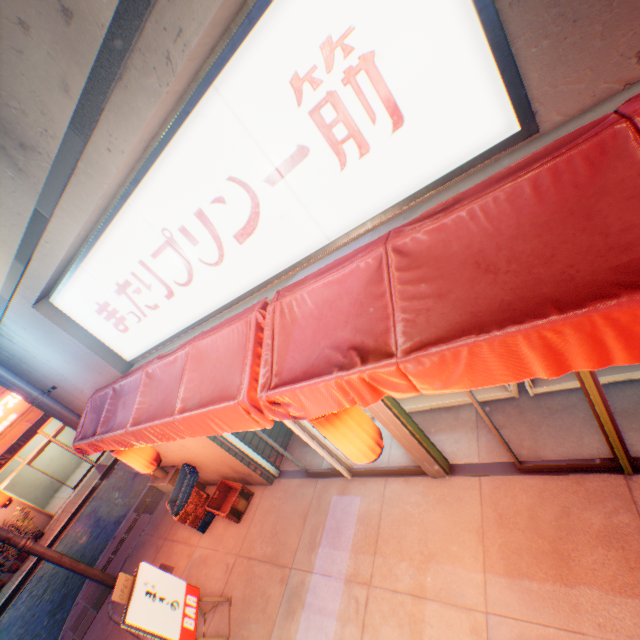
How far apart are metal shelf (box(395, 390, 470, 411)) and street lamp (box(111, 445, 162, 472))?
4.18m

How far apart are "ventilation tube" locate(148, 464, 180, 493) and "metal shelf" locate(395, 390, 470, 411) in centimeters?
538cm

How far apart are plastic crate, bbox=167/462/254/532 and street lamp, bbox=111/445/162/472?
0.80m

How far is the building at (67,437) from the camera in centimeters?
1748cm

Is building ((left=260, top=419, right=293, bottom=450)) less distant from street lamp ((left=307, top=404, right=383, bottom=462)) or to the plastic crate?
the plastic crate

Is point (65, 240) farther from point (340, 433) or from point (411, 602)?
point (411, 602)

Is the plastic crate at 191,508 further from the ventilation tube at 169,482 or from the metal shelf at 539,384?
the metal shelf at 539,384

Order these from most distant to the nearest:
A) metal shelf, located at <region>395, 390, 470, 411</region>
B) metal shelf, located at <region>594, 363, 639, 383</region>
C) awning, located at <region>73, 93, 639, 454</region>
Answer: metal shelf, located at <region>395, 390, 470, 411</region> < metal shelf, located at <region>594, 363, 639, 383</region> < awning, located at <region>73, 93, 639, 454</region>
